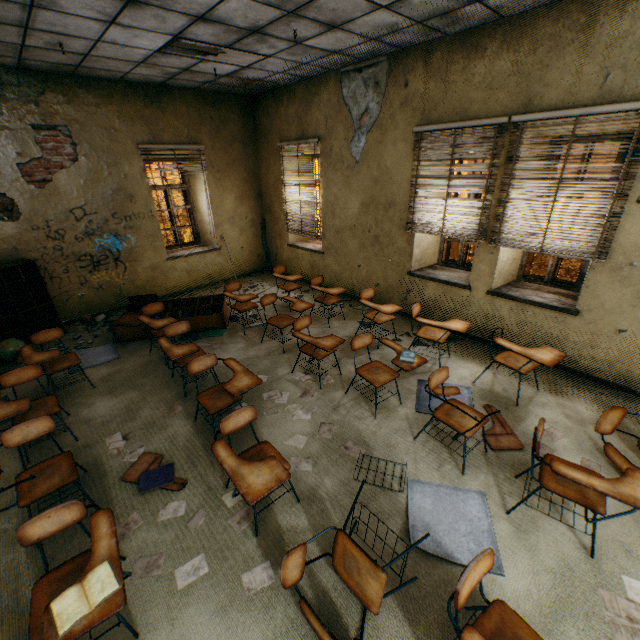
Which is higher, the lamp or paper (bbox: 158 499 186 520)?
the lamp

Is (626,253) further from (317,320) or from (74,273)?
(74,273)

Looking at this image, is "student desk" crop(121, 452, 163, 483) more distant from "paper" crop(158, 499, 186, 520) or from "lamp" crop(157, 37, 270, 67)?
"lamp" crop(157, 37, 270, 67)

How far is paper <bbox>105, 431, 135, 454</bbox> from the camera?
3.32m

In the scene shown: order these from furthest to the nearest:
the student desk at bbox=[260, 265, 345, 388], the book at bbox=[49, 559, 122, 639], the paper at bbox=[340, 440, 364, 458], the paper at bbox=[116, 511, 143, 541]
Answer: the student desk at bbox=[260, 265, 345, 388] → the paper at bbox=[340, 440, 364, 458] → the paper at bbox=[116, 511, 143, 541] → the book at bbox=[49, 559, 122, 639]

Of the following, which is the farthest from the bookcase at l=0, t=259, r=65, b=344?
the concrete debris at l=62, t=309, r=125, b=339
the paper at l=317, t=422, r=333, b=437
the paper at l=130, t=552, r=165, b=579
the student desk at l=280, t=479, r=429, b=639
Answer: the student desk at l=280, t=479, r=429, b=639

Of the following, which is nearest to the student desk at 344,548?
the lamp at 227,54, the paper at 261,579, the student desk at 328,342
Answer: the paper at 261,579

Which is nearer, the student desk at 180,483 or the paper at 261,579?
the paper at 261,579
